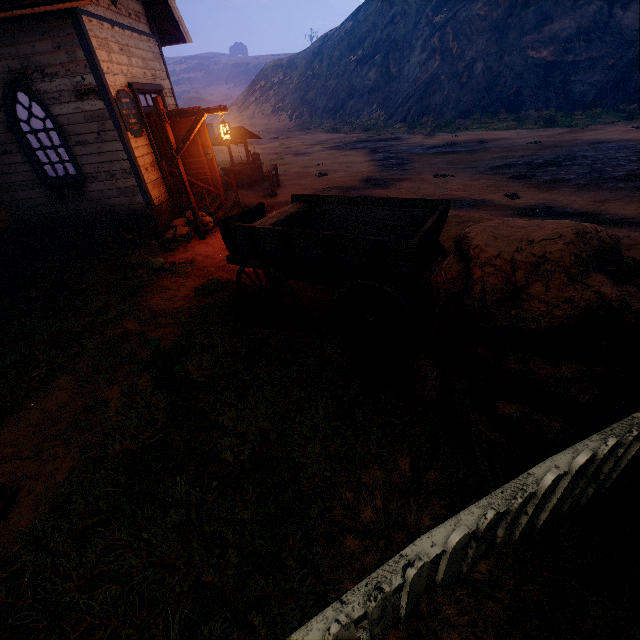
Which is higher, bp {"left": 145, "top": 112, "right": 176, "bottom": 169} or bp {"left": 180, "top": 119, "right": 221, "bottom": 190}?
bp {"left": 145, "top": 112, "right": 176, "bottom": 169}

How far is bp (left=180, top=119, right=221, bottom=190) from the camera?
8.92m

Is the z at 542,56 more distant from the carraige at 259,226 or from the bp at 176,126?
the bp at 176,126

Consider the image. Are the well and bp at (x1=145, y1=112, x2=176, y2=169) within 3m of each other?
no

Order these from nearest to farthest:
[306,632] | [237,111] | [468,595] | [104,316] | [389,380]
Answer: [306,632] → [468,595] → [389,380] → [104,316] → [237,111]

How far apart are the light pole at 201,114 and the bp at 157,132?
1.1 meters

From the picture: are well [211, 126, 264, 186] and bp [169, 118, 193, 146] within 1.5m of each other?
no

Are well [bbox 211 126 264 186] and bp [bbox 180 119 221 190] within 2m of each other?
no
